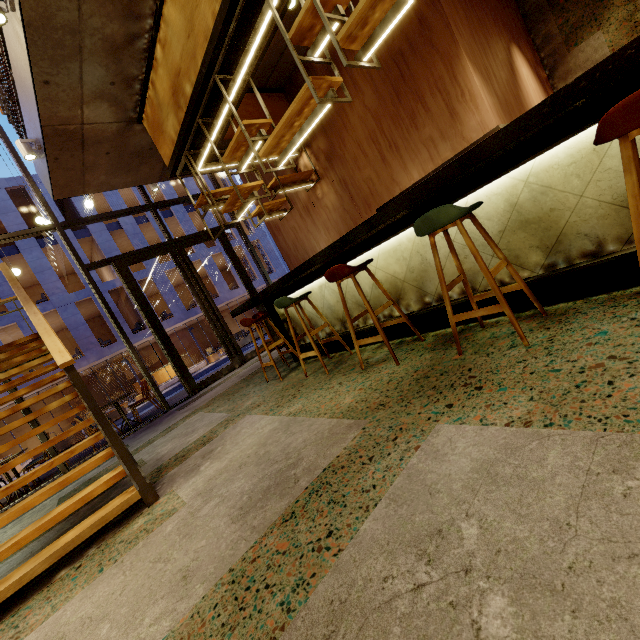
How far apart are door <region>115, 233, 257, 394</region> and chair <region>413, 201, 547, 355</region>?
6.8m

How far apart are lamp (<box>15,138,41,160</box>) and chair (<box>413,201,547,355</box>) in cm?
576

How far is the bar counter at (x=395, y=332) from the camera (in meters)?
3.31

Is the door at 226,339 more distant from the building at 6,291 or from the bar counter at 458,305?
the building at 6,291

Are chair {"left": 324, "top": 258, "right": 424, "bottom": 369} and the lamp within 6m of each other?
yes

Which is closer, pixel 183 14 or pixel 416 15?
pixel 183 14

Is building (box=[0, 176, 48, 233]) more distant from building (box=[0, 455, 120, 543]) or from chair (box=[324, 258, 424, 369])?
chair (box=[324, 258, 424, 369])

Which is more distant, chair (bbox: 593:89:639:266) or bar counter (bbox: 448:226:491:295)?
bar counter (bbox: 448:226:491:295)
